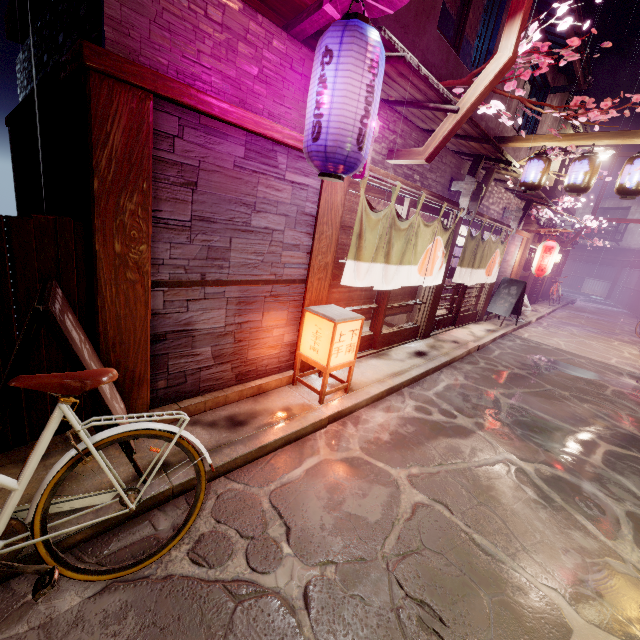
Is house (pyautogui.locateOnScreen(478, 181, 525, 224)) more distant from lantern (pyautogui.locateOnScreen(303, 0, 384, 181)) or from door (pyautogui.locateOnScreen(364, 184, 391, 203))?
lantern (pyautogui.locateOnScreen(303, 0, 384, 181))

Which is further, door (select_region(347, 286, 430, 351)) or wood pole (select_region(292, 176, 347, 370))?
door (select_region(347, 286, 430, 351))

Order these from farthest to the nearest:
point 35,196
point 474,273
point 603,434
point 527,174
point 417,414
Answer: point 474,273, point 527,174, point 35,196, point 603,434, point 417,414

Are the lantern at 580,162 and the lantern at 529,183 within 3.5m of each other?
yes

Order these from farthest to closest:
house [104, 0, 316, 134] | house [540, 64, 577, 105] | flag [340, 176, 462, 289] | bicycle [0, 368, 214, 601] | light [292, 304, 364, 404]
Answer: house [540, 64, 577, 105]
flag [340, 176, 462, 289]
light [292, 304, 364, 404]
house [104, 0, 316, 134]
bicycle [0, 368, 214, 601]

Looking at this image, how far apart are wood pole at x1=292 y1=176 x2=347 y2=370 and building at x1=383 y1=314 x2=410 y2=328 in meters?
6.6

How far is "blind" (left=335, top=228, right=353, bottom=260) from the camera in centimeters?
852cm

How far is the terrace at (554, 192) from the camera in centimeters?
2295cm
